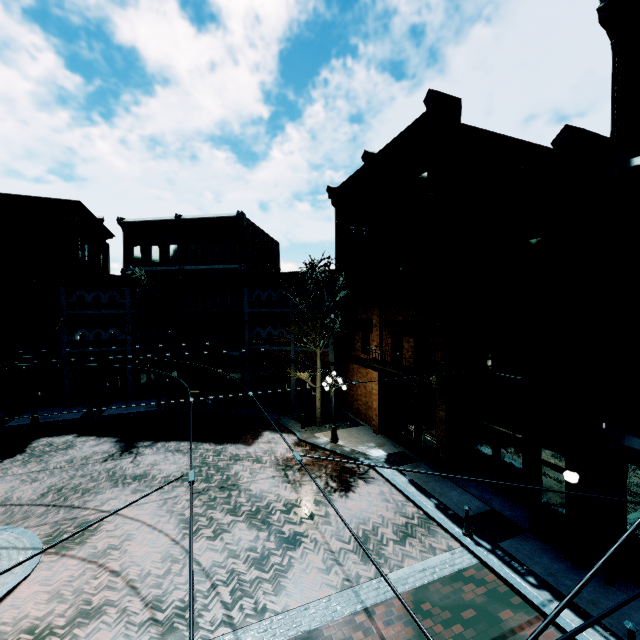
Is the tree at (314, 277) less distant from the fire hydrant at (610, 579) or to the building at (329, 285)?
the building at (329, 285)

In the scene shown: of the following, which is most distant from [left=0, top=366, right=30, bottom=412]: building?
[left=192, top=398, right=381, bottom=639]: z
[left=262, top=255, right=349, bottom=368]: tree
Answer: [left=262, top=255, right=349, bottom=368]: tree

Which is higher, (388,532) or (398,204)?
(398,204)

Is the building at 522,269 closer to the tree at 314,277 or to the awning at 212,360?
the awning at 212,360

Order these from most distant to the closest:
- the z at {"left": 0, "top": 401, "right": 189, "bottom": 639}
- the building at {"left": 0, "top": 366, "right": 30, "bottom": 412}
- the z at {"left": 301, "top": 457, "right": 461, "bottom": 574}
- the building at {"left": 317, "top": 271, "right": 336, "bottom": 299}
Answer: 1. the building at {"left": 0, "top": 366, "right": 30, "bottom": 412}
2. the building at {"left": 317, "top": 271, "right": 336, "bottom": 299}
3. the z at {"left": 301, "top": 457, "right": 461, "bottom": 574}
4. the z at {"left": 0, "top": 401, "right": 189, "bottom": 639}

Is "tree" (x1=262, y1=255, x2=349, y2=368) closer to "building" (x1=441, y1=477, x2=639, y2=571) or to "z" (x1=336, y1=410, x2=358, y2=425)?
"z" (x1=336, y1=410, x2=358, y2=425)

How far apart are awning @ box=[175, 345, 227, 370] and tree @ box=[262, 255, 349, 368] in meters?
7.0

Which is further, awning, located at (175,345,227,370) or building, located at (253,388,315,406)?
building, located at (253,388,315,406)
